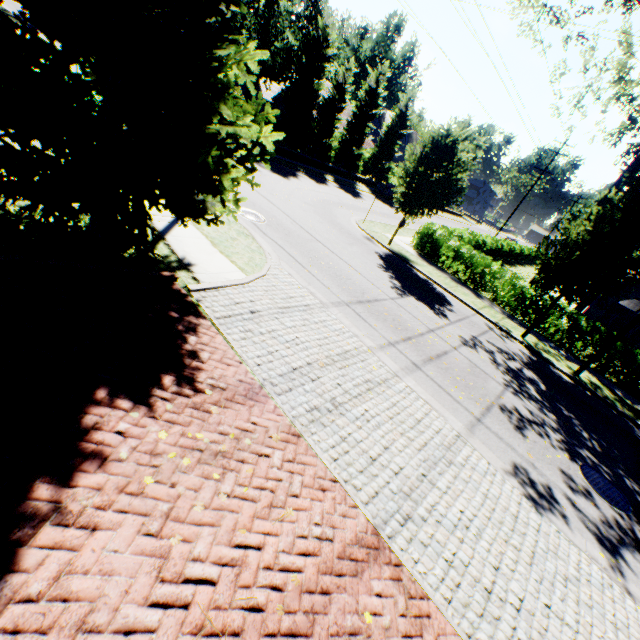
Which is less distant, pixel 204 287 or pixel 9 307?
pixel 9 307

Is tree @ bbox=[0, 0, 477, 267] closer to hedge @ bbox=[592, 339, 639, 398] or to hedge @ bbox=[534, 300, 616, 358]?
hedge @ bbox=[592, 339, 639, 398]

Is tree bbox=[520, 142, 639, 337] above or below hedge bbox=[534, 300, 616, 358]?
above

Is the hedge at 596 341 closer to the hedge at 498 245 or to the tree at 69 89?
the tree at 69 89

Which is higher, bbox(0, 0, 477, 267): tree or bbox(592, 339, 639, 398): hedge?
bbox(0, 0, 477, 267): tree

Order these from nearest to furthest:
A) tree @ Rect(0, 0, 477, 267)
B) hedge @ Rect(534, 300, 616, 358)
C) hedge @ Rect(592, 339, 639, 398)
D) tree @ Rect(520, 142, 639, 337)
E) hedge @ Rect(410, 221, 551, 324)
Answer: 1. tree @ Rect(0, 0, 477, 267)
2. tree @ Rect(520, 142, 639, 337)
3. hedge @ Rect(592, 339, 639, 398)
4. hedge @ Rect(534, 300, 616, 358)
5. hedge @ Rect(410, 221, 551, 324)

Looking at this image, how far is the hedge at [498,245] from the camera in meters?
16.2 m

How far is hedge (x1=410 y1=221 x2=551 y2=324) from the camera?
16.2 meters
